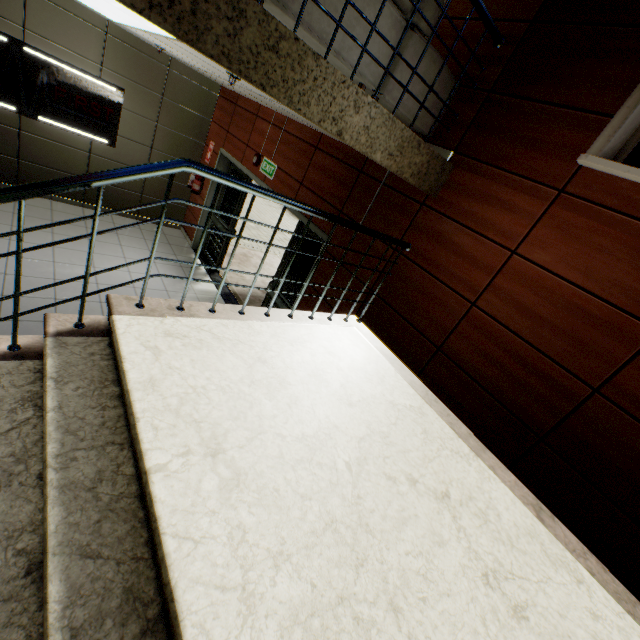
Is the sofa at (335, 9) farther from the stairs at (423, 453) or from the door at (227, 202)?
the door at (227, 202)

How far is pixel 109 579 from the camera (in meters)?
1.10

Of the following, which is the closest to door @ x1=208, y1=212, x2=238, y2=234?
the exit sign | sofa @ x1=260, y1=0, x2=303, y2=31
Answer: the exit sign

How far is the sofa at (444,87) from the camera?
2.66m

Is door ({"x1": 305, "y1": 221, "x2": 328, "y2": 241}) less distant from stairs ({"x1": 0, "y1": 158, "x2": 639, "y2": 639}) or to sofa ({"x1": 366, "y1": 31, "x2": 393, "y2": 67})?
stairs ({"x1": 0, "y1": 158, "x2": 639, "y2": 639})

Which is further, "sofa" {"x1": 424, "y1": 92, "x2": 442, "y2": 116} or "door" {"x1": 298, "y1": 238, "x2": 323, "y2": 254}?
"door" {"x1": 298, "y1": 238, "x2": 323, "y2": 254}

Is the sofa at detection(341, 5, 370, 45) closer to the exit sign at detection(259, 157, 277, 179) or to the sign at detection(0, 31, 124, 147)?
the exit sign at detection(259, 157, 277, 179)

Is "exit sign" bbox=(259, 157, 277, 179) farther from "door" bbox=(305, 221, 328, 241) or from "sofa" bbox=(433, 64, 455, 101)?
"sofa" bbox=(433, 64, 455, 101)
